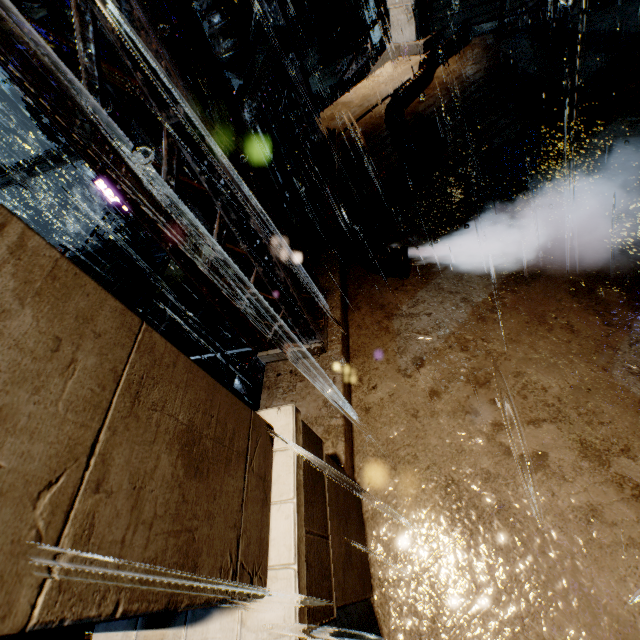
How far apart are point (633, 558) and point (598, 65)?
7.8m

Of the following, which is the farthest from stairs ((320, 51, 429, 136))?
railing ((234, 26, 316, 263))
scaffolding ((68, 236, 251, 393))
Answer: scaffolding ((68, 236, 251, 393))

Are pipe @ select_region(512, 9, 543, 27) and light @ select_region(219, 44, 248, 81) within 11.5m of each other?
no

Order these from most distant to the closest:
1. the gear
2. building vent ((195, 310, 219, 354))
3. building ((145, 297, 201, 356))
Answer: the gear < building vent ((195, 310, 219, 354)) < building ((145, 297, 201, 356))

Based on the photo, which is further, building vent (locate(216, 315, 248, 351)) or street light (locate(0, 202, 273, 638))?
building vent (locate(216, 315, 248, 351))

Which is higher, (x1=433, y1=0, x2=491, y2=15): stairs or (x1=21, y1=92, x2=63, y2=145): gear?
(x1=21, y1=92, x2=63, y2=145): gear

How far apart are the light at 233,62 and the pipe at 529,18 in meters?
14.2

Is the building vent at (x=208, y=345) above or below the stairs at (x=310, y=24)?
below
